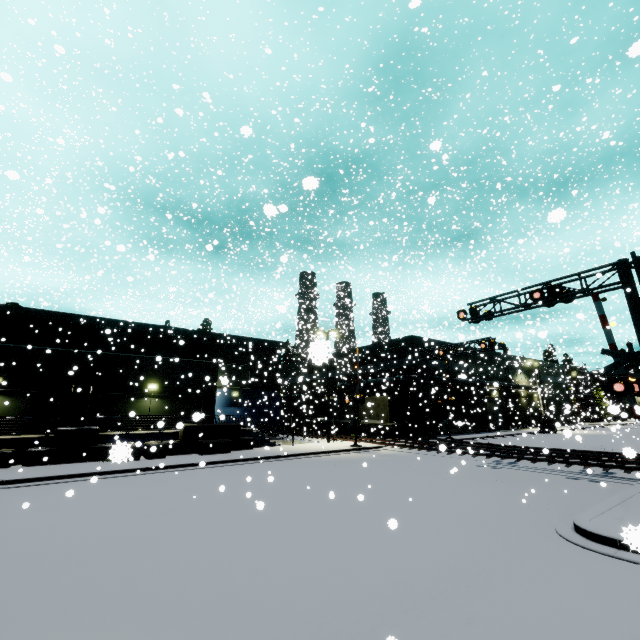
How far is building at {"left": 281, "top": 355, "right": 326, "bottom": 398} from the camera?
26.5 meters

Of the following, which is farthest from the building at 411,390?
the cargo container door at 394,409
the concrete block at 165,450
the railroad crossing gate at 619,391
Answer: the cargo container door at 394,409

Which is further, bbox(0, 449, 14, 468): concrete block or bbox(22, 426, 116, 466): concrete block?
bbox(22, 426, 116, 466): concrete block

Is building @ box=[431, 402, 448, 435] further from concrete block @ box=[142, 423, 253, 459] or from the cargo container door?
the cargo container door

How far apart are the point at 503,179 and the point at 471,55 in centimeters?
1622cm

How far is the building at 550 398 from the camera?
35.88m

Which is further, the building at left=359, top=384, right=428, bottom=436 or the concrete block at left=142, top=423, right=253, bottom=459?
the building at left=359, top=384, right=428, bottom=436

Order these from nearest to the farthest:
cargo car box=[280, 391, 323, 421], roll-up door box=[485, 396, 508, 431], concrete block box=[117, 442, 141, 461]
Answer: concrete block box=[117, 442, 141, 461] < cargo car box=[280, 391, 323, 421] < roll-up door box=[485, 396, 508, 431]
